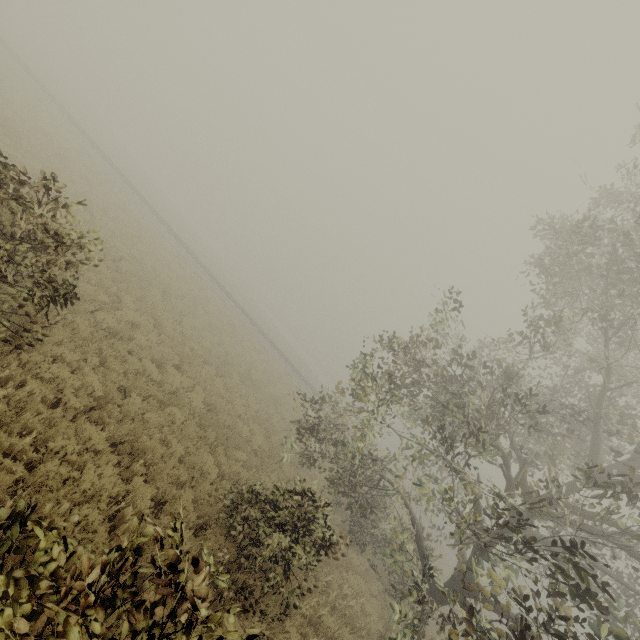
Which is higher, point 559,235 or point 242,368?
point 559,235
